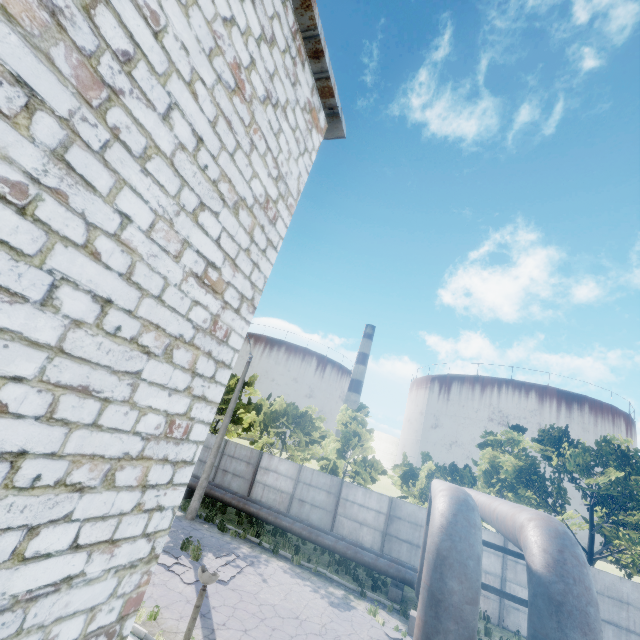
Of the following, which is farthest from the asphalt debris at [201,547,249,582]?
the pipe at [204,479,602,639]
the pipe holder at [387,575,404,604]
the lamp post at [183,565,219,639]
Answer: the lamp post at [183,565,219,639]

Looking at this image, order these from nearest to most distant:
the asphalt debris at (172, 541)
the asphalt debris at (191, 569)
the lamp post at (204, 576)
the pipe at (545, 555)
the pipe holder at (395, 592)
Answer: the pipe at (545, 555)
the lamp post at (204, 576)
the asphalt debris at (191, 569)
the asphalt debris at (172, 541)
the pipe holder at (395, 592)

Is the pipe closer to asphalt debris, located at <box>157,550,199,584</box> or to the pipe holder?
the pipe holder

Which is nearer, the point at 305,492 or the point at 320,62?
the point at 320,62

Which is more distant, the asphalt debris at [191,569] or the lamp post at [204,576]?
the asphalt debris at [191,569]

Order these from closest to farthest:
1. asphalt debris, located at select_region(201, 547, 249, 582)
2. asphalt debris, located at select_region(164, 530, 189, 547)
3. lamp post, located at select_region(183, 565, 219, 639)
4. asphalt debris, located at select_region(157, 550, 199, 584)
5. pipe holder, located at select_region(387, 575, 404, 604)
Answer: lamp post, located at select_region(183, 565, 219, 639), asphalt debris, located at select_region(157, 550, 199, 584), asphalt debris, located at select_region(201, 547, 249, 582), asphalt debris, located at select_region(164, 530, 189, 547), pipe holder, located at select_region(387, 575, 404, 604)

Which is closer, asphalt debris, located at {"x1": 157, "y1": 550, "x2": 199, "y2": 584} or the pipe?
the pipe

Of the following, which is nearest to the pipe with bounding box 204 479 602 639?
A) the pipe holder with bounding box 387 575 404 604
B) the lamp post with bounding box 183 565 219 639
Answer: the pipe holder with bounding box 387 575 404 604
